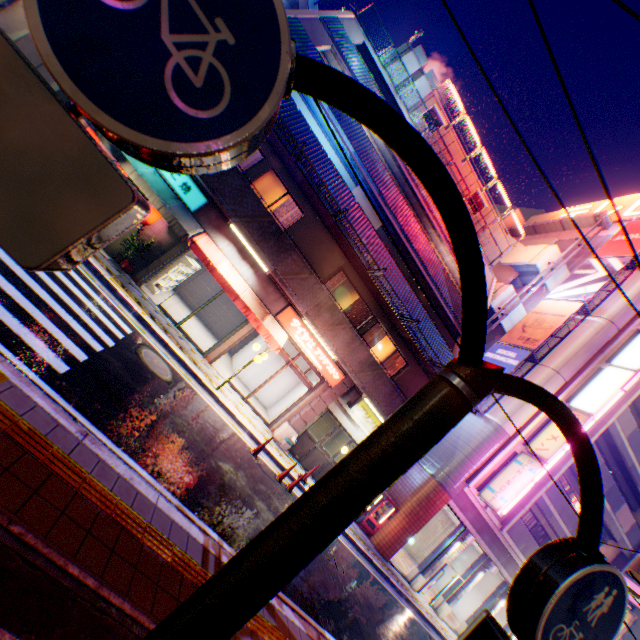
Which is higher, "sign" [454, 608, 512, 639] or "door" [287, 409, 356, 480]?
"sign" [454, 608, 512, 639]

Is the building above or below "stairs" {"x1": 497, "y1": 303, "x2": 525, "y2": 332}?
below

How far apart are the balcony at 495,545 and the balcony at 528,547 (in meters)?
0.47

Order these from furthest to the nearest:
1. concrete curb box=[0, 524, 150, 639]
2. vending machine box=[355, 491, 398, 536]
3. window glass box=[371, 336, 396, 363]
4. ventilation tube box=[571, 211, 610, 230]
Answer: ventilation tube box=[571, 211, 610, 230], vending machine box=[355, 491, 398, 536], window glass box=[371, 336, 396, 363], concrete curb box=[0, 524, 150, 639]

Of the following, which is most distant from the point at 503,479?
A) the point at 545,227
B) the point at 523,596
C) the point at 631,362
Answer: the point at 545,227

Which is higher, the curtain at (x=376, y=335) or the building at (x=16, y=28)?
the curtain at (x=376, y=335)

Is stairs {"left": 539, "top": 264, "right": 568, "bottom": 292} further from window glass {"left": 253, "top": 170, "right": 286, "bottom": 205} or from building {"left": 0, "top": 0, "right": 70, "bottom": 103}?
building {"left": 0, "top": 0, "right": 70, "bottom": 103}

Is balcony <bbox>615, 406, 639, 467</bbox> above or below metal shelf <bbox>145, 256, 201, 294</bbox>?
above
